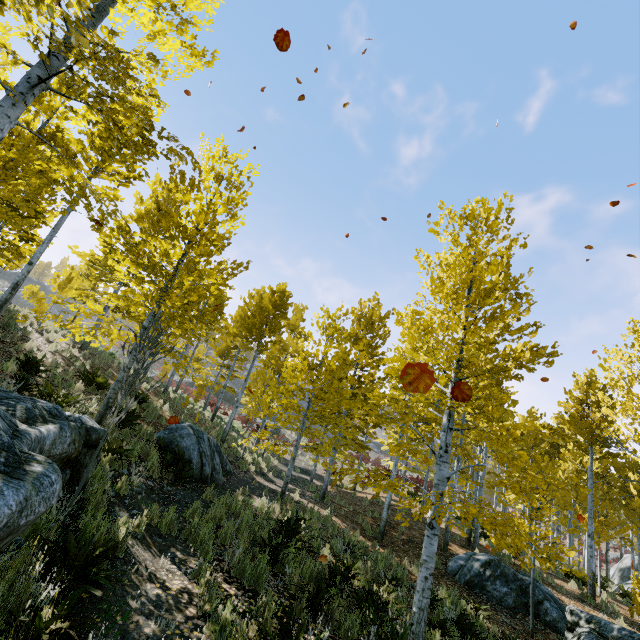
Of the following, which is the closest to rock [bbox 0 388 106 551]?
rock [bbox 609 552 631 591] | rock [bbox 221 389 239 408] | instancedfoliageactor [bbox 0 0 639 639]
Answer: instancedfoliageactor [bbox 0 0 639 639]

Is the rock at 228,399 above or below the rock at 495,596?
above

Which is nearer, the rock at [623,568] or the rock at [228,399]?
the rock at [623,568]

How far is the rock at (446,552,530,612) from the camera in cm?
1029

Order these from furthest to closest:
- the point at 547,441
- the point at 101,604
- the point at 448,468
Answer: the point at 547,441, the point at 448,468, the point at 101,604

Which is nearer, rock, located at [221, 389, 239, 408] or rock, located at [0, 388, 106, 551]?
rock, located at [0, 388, 106, 551]

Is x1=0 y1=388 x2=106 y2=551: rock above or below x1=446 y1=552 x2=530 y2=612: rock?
above

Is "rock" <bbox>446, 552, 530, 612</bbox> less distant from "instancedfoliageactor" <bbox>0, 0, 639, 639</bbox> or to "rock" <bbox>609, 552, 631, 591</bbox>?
"instancedfoliageactor" <bbox>0, 0, 639, 639</bbox>
